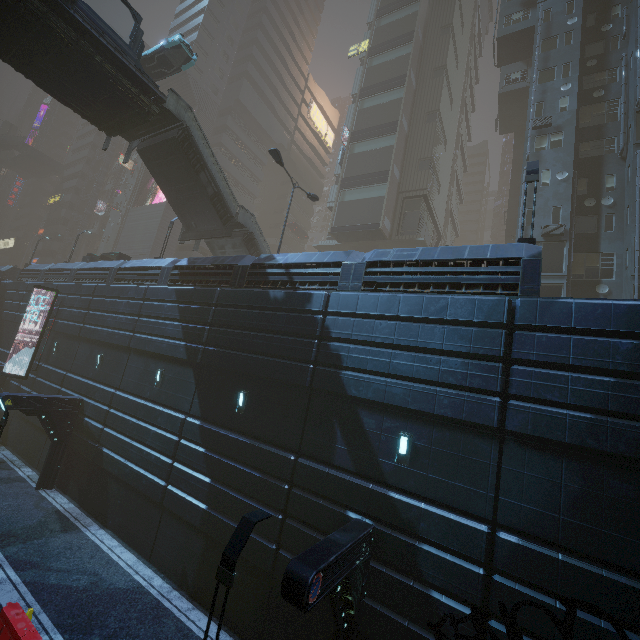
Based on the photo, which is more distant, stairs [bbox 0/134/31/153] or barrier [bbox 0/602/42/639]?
stairs [bbox 0/134/31/153]

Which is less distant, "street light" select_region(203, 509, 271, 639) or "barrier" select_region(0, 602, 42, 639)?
"street light" select_region(203, 509, 271, 639)

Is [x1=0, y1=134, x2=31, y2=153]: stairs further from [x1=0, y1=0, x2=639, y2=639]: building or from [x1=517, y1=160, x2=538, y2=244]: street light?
[x1=517, y1=160, x2=538, y2=244]: street light

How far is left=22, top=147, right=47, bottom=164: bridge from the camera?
58.03m

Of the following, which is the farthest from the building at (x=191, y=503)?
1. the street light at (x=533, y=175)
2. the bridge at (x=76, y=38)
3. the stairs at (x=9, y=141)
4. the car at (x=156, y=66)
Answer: the bridge at (x=76, y=38)

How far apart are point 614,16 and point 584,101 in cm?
769

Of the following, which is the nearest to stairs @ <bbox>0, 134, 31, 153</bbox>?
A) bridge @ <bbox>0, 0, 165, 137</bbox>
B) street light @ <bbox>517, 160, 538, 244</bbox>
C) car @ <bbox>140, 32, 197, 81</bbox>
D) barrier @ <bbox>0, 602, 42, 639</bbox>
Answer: car @ <bbox>140, 32, 197, 81</bbox>

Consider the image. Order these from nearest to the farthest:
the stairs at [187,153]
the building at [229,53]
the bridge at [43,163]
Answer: the stairs at [187,153], the building at [229,53], the bridge at [43,163]
